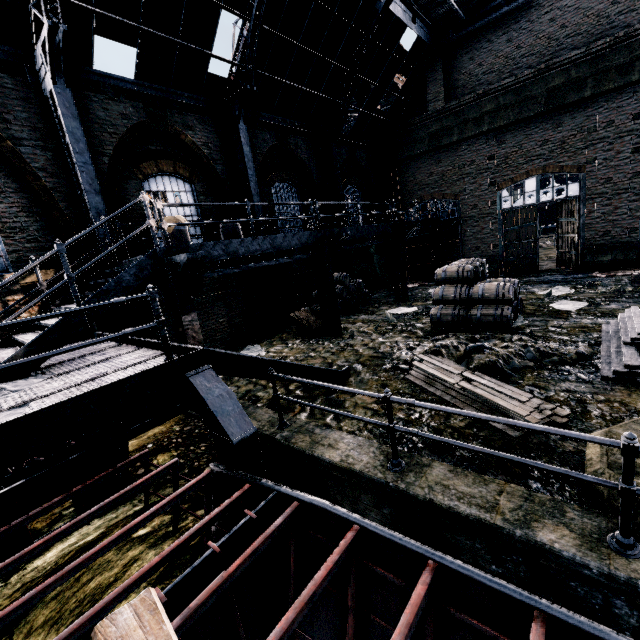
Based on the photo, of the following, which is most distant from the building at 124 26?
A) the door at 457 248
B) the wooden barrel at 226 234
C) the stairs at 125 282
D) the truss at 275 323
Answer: the truss at 275 323

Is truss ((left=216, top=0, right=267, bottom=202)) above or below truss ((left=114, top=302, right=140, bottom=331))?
above

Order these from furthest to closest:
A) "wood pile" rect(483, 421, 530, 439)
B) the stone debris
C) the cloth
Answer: the cloth < the stone debris < "wood pile" rect(483, 421, 530, 439)

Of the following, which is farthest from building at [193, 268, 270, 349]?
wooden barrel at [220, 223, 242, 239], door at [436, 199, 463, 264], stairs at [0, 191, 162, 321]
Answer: wooden barrel at [220, 223, 242, 239]

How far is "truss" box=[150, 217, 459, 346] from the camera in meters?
7.6

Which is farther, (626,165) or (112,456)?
(626,165)

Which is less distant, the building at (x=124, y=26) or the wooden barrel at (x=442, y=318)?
the building at (x=124, y=26)

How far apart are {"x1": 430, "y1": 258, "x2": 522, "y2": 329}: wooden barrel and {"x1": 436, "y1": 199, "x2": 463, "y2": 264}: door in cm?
1036
